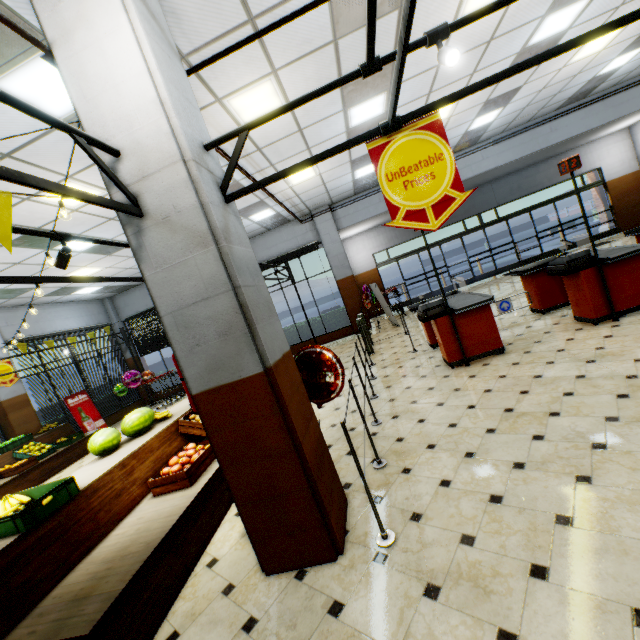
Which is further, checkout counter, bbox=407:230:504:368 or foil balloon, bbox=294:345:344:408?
checkout counter, bbox=407:230:504:368

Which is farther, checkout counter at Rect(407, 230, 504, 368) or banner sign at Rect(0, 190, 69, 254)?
checkout counter at Rect(407, 230, 504, 368)

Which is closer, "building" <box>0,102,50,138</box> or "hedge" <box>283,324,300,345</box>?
"building" <box>0,102,50,138</box>

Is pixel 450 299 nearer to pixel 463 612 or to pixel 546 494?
pixel 546 494

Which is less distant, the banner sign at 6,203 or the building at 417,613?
the banner sign at 6,203

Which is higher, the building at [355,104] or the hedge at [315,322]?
the building at [355,104]

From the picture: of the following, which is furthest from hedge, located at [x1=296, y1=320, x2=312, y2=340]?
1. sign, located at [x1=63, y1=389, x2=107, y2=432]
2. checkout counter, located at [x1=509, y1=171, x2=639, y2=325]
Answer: checkout counter, located at [x1=509, y1=171, x2=639, y2=325]

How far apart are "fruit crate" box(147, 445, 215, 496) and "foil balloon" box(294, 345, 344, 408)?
0.6m
